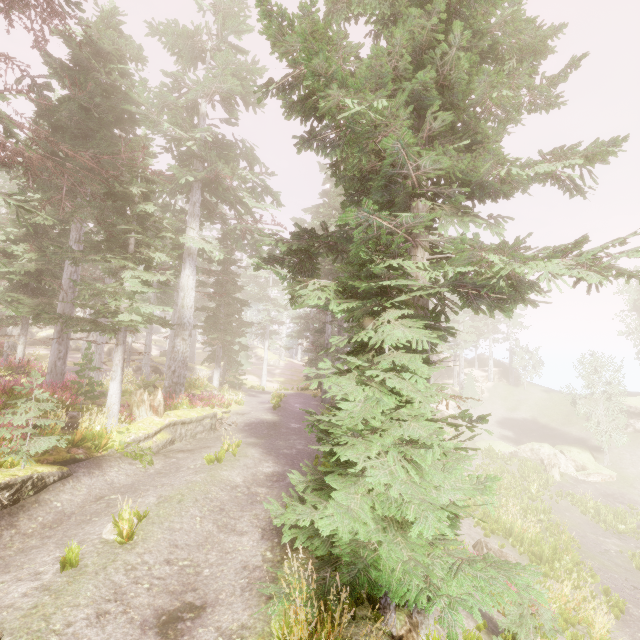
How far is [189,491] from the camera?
7.8 meters

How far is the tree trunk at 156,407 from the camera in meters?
11.8

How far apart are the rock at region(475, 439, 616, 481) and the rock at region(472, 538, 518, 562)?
16.9m

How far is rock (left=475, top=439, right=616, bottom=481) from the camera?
26.2m

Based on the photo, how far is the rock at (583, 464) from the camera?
26.20m

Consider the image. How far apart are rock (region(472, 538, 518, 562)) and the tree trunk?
13.9 meters

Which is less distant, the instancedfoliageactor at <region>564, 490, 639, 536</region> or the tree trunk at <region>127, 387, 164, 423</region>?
the tree trunk at <region>127, 387, 164, 423</region>

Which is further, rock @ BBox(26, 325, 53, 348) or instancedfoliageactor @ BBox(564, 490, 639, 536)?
rock @ BBox(26, 325, 53, 348)
